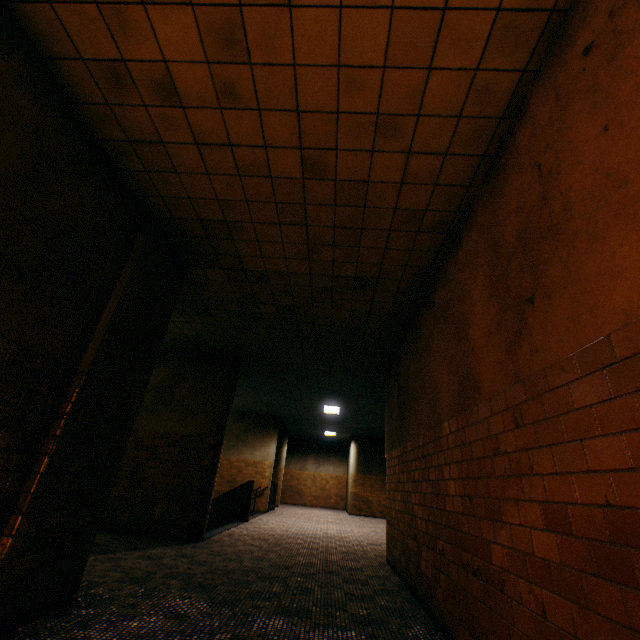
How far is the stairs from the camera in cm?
909

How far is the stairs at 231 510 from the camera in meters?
9.1

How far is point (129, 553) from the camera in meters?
5.1
